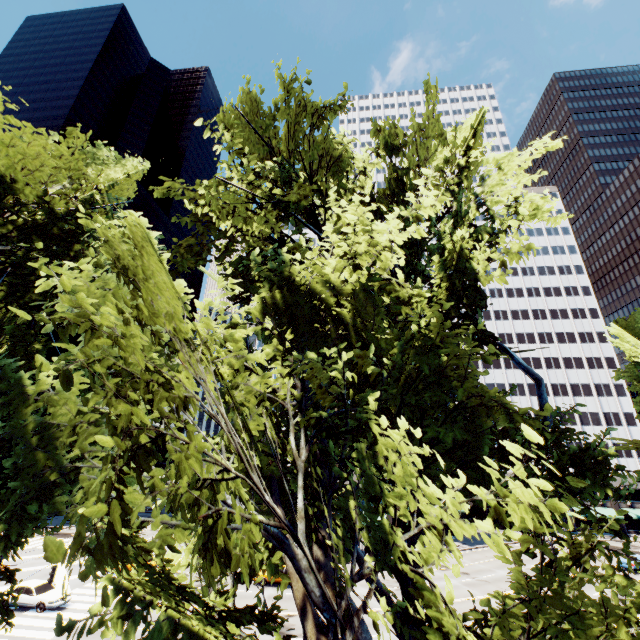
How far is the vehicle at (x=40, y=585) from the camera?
23.2 meters

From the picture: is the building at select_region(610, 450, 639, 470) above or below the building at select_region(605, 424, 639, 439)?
below

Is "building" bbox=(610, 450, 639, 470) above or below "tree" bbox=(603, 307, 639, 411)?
below

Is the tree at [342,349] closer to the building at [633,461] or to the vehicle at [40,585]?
the building at [633,461]

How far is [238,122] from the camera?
9.3 meters

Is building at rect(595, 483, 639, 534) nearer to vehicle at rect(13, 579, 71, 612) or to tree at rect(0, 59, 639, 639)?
tree at rect(0, 59, 639, 639)

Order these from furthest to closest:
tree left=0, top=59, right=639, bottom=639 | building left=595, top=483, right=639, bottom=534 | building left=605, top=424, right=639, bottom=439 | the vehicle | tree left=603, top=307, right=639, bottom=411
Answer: building left=605, top=424, right=639, bottom=439 < building left=595, top=483, right=639, bottom=534 < the vehicle < tree left=603, top=307, right=639, bottom=411 < tree left=0, top=59, right=639, bottom=639
